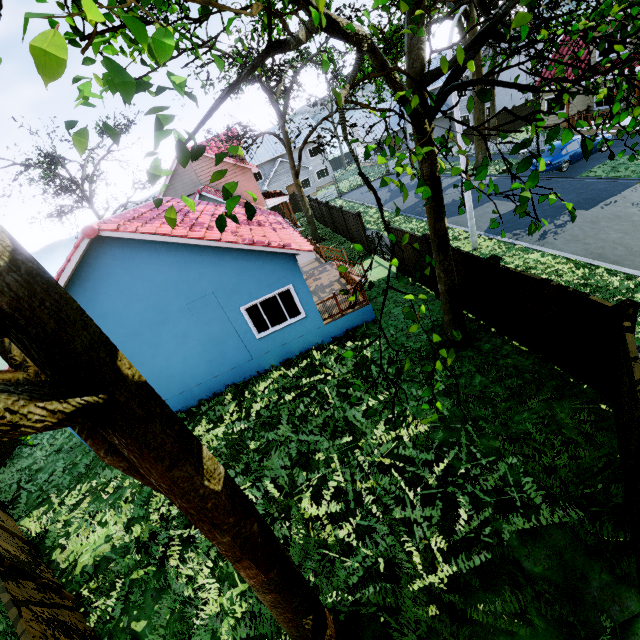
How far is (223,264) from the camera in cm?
1050

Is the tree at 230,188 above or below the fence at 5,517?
above

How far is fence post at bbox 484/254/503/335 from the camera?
8.48m

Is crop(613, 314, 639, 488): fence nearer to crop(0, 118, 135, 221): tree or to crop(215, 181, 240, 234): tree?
crop(215, 181, 240, 234): tree

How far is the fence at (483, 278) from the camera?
9.29m

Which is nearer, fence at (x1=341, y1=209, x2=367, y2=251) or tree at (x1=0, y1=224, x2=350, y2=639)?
tree at (x1=0, y1=224, x2=350, y2=639)

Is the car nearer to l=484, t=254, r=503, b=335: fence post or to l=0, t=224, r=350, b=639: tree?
l=0, t=224, r=350, b=639: tree
